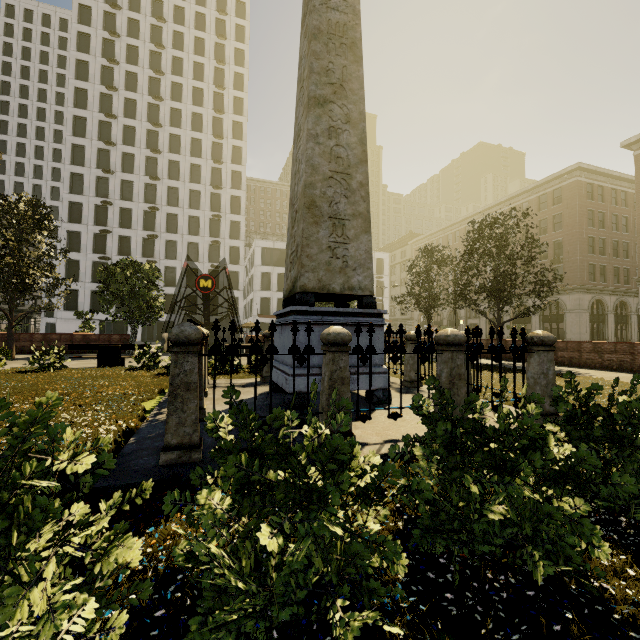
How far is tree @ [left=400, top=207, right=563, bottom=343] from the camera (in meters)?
15.96

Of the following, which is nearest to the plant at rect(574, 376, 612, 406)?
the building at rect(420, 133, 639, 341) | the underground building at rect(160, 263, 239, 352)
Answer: the underground building at rect(160, 263, 239, 352)

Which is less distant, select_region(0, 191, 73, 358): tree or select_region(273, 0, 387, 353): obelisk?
select_region(273, 0, 387, 353): obelisk

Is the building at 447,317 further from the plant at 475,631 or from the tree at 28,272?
the plant at 475,631

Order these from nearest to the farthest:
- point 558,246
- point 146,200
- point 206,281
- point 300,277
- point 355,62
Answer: point 300,277, point 355,62, point 206,281, point 558,246, point 146,200

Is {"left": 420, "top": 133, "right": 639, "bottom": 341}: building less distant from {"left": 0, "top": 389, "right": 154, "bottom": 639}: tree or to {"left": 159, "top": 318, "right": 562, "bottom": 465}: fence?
{"left": 0, "top": 389, "right": 154, "bottom": 639}: tree

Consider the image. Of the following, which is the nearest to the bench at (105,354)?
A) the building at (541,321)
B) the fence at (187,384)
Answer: the fence at (187,384)

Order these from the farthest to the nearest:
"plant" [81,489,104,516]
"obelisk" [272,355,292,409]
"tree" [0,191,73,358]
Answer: "tree" [0,191,73,358] → "obelisk" [272,355,292,409] → "plant" [81,489,104,516]
